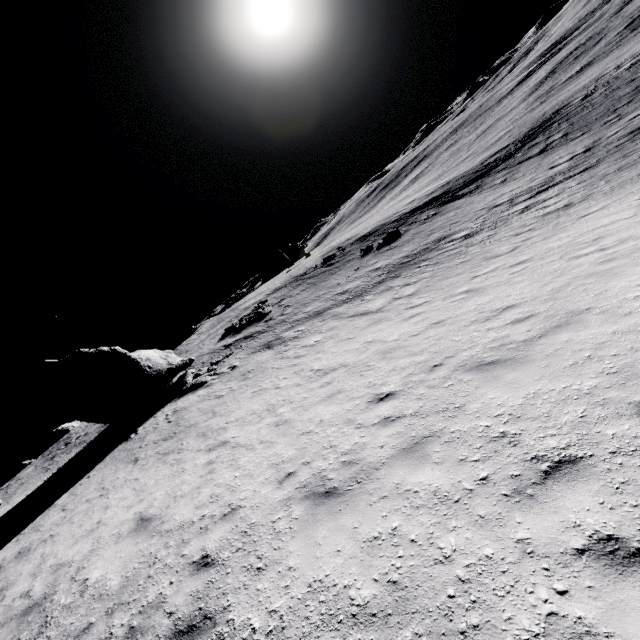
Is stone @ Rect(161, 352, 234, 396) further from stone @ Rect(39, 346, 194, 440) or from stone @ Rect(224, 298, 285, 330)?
stone @ Rect(224, 298, 285, 330)

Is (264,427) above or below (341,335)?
above

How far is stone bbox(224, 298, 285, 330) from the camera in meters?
29.0 m

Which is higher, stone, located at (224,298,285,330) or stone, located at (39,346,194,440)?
stone, located at (39,346,194,440)

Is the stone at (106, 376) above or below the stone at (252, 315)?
above

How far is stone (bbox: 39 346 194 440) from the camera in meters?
18.8 m

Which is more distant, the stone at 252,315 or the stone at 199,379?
the stone at 252,315
